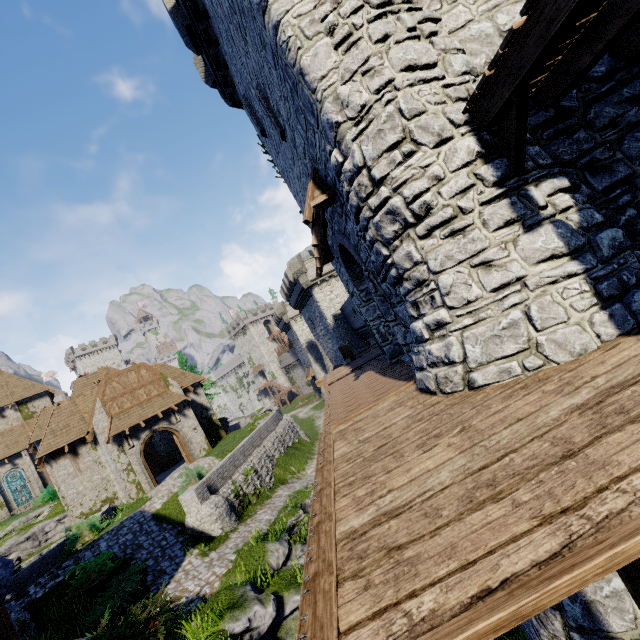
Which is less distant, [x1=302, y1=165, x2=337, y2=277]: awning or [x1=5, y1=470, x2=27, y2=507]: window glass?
[x1=302, y1=165, x2=337, y2=277]: awning

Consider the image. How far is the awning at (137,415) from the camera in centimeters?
2286cm

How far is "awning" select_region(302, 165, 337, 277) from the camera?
7.12m

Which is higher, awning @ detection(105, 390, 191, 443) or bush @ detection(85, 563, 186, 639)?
awning @ detection(105, 390, 191, 443)

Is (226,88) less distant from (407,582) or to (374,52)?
(374,52)

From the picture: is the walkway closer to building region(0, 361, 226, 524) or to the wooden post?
the wooden post

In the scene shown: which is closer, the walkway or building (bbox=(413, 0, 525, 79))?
the walkway

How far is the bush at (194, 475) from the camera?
18.2m
